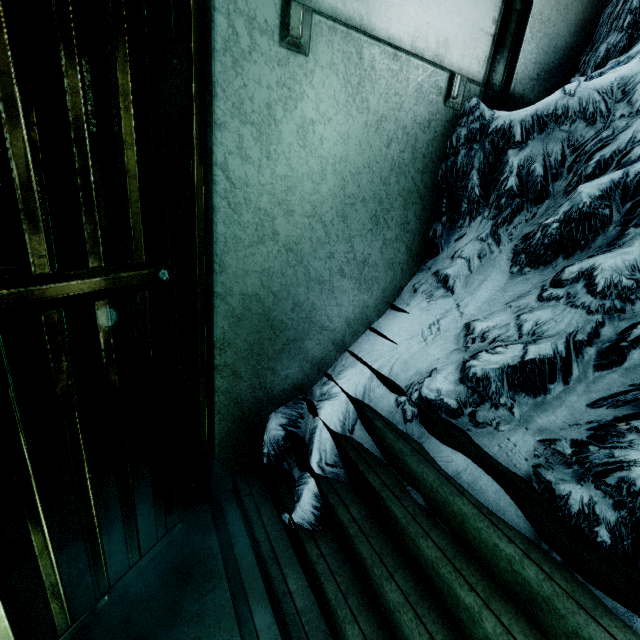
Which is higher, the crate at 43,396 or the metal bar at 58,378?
the metal bar at 58,378

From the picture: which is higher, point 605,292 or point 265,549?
point 605,292

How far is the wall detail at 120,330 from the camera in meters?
1.5 m

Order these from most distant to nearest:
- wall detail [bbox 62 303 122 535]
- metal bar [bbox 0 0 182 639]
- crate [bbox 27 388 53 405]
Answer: crate [bbox 27 388 53 405]
wall detail [bbox 62 303 122 535]
metal bar [bbox 0 0 182 639]

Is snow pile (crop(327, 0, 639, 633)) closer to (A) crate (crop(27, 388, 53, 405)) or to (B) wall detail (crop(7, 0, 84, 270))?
(B) wall detail (crop(7, 0, 84, 270))

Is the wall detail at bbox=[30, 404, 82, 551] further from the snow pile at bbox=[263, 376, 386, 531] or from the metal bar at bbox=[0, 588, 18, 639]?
the snow pile at bbox=[263, 376, 386, 531]

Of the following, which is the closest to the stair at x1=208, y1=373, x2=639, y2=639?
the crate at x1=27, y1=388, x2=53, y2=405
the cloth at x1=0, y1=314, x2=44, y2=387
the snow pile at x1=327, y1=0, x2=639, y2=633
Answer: the snow pile at x1=327, y1=0, x2=639, y2=633
